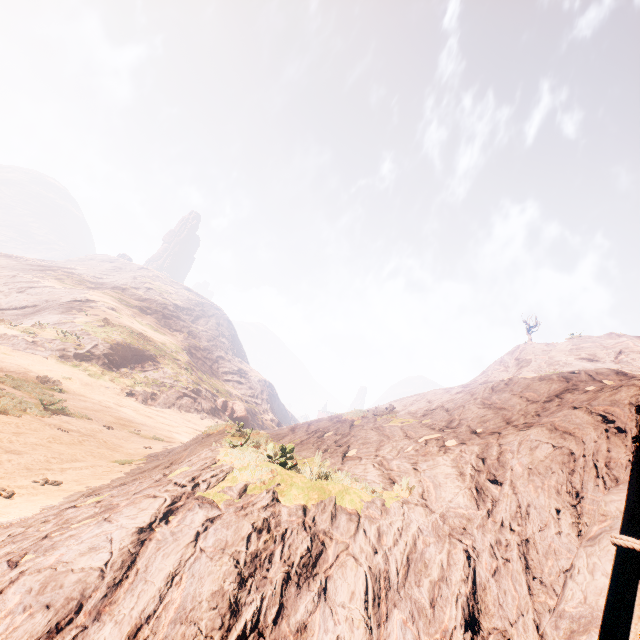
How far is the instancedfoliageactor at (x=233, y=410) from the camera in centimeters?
4078cm

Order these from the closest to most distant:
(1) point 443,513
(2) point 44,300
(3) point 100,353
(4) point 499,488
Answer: (1) point 443,513
(4) point 499,488
(3) point 100,353
(2) point 44,300

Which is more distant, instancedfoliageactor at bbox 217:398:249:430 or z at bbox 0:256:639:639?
instancedfoliageactor at bbox 217:398:249:430

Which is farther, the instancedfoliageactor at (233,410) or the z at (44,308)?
the instancedfoliageactor at (233,410)

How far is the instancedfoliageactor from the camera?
40.8 meters
